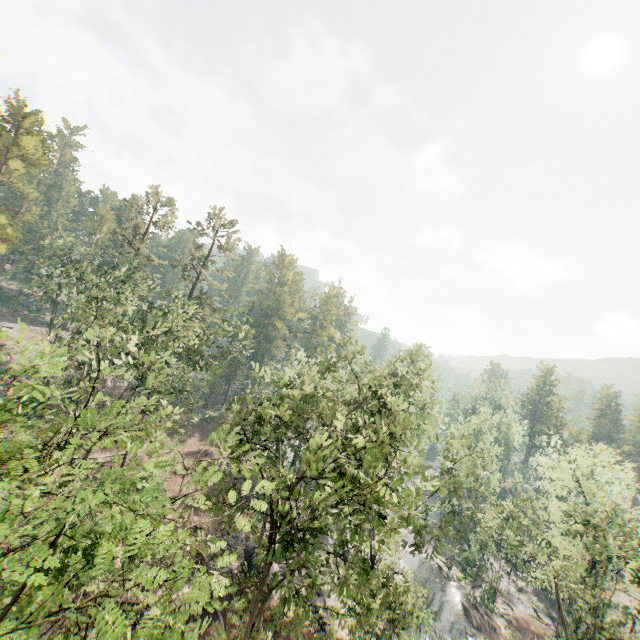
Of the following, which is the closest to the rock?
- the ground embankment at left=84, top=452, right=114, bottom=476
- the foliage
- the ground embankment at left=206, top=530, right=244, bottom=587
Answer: the foliage

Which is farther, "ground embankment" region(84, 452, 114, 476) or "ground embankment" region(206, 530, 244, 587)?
"ground embankment" region(84, 452, 114, 476)

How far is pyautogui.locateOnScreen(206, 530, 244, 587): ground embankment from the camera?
26.0m

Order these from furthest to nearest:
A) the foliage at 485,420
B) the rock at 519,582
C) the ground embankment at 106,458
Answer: the rock at 519,582 → the ground embankment at 106,458 → the foliage at 485,420

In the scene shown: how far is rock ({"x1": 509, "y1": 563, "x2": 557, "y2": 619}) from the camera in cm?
4141

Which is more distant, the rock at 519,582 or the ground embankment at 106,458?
the rock at 519,582

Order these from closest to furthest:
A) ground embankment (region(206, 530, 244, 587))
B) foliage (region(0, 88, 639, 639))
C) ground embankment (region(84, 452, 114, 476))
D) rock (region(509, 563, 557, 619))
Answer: foliage (region(0, 88, 639, 639)), ground embankment (region(206, 530, 244, 587)), ground embankment (region(84, 452, 114, 476)), rock (region(509, 563, 557, 619))

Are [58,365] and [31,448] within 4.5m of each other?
yes
